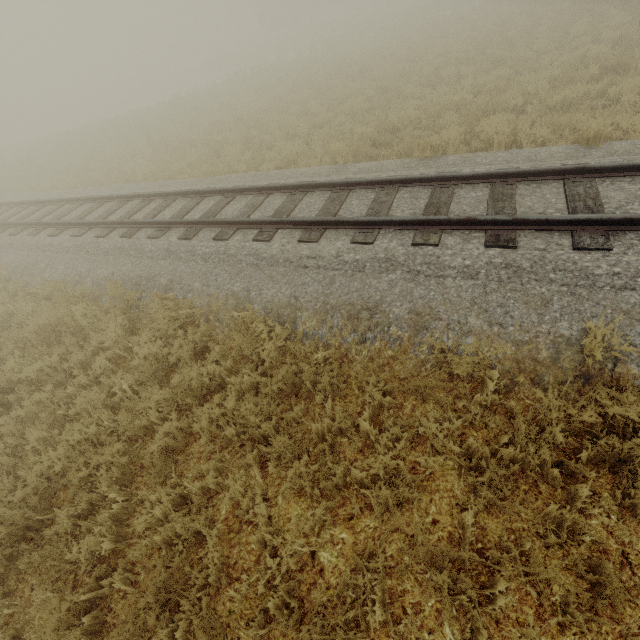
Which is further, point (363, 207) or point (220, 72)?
point (220, 72)
